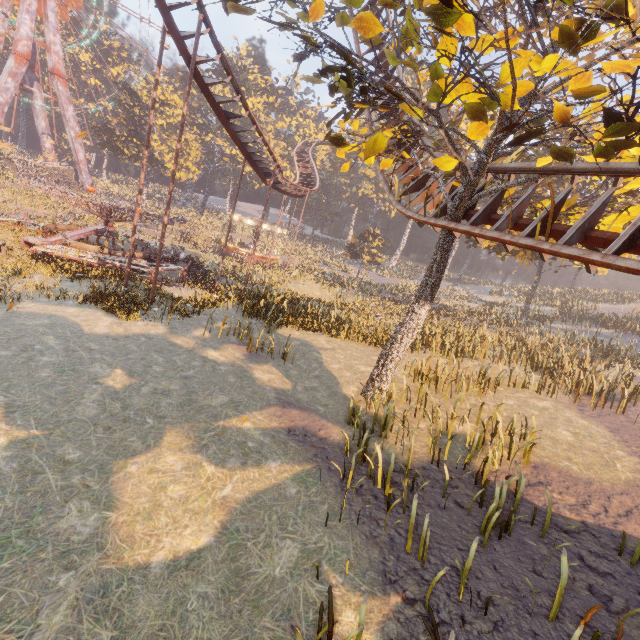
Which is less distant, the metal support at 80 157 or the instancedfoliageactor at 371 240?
the metal support at 80 157

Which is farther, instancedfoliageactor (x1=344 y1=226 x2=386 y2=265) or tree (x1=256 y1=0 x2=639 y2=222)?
instancedfoliageactor (x1=344 y1=226 x2=386 y2=265)

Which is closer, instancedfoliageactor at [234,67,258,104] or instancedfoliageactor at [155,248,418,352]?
instancedfoliageactor at [155,248,418,352]

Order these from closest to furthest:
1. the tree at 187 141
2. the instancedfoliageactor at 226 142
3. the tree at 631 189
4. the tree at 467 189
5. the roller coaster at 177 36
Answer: the tree at 467 189
the tree at 631 189
the roller coaster at 177 36
the tree at 187 141
the instancedfoliageactor at 226 142

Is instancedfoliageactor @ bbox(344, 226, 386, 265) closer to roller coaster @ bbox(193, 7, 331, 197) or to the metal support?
roller coaster @ bbox(193, 7, 331, 197)

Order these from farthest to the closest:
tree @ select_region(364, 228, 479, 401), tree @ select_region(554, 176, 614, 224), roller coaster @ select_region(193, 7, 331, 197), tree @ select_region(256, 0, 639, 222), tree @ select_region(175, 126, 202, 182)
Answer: tree @ select_region(175, 126, 202, 182) → roller coaster @ select_region(193, 7, 331, 197) → tree @ select_region(554, 176, 614, 224) → tree @ select_region(364, 228, 479, 401) → tree @ select_region(256, 0, 639, 222)

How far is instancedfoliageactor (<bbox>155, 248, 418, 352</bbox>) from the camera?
17.9 meters

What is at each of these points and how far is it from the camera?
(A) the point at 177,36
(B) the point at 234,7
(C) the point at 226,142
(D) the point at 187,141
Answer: (A) roller coaster, 12.5 meters
(B) tree, 6.5 meters
(C) instancedfoliageactor, 58.9 meters
(D) tree, 47.8 meters
